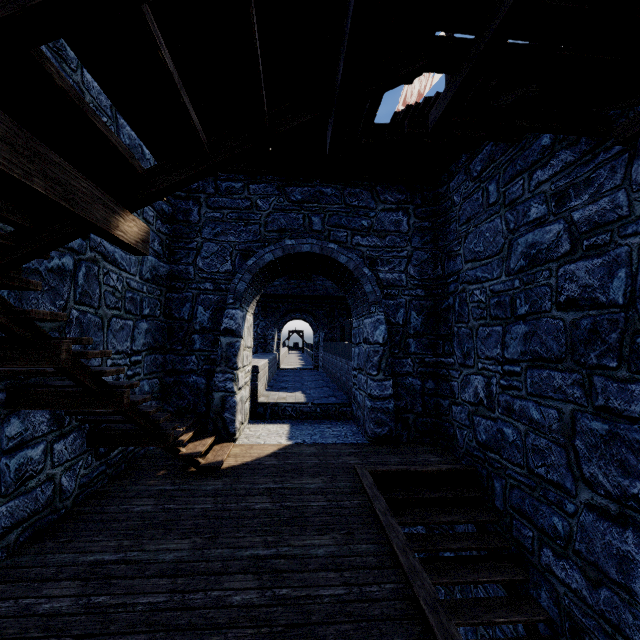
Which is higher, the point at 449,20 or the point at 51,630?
the point at 449,20

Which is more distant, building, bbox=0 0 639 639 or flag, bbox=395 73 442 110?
flag, bbox=395 73 442 110

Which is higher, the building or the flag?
the flag

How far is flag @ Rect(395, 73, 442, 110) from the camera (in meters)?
10.08

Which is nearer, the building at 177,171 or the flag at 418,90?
the building at 177,171

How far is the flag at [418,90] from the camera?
10.1m
